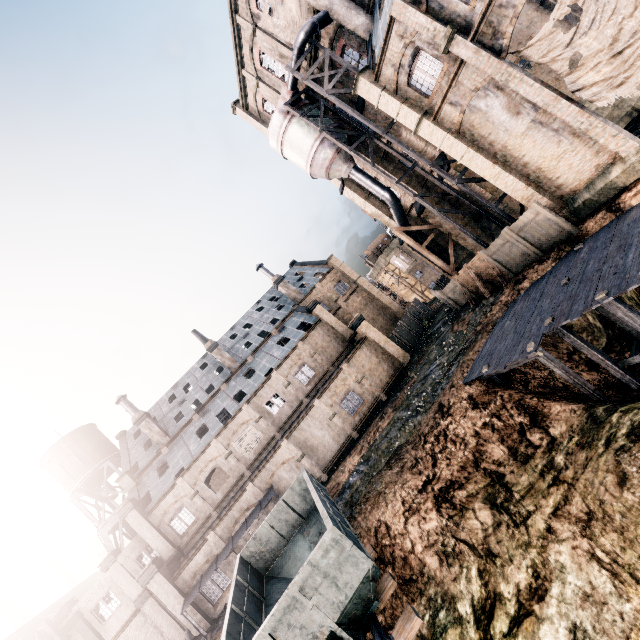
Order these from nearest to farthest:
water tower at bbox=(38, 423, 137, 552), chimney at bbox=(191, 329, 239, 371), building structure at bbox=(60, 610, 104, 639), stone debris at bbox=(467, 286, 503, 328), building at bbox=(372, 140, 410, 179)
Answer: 1. stone debris at bbox=(467, 286, 503, 328)
2. building structure at bbox=(60, 610, 104, 639)
3. building at bbox=(372, 140, 410, 179)
4. water tower at bbox=(38, 423, 137, 552)
5. chimney at bbox=(191, 329, 239, 371)

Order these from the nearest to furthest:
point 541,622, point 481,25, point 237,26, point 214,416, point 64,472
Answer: point 541,622 → point 481,25 → point 237,26 → point 214,416 → point 64,472

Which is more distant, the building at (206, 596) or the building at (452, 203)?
the building at (452, 203)

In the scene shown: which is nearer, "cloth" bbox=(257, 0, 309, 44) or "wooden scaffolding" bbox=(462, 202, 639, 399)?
"wooden scaffolding" bbox=(462, 202, 639, 399)

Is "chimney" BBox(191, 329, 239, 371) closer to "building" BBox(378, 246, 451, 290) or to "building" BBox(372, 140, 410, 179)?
"building" BBox(378, 246, 451, 290)

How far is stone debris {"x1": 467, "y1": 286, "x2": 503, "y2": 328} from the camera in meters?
22.0 m

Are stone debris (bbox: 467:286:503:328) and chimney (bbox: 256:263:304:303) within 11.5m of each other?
no

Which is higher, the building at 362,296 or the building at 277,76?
the building at 277,76
